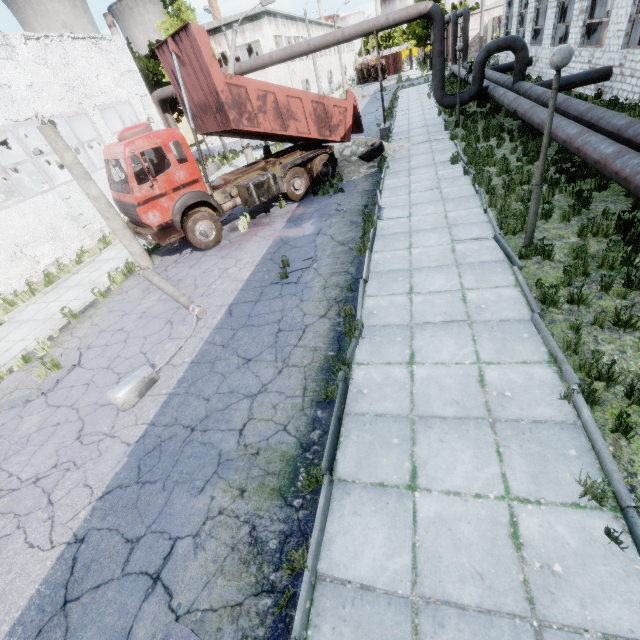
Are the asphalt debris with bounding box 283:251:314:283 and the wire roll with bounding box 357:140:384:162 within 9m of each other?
yes

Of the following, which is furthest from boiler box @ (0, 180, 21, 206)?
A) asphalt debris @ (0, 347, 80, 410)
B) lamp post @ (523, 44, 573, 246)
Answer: lamp post @ (523, 44, 573, 246)

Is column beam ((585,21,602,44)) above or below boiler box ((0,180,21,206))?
below

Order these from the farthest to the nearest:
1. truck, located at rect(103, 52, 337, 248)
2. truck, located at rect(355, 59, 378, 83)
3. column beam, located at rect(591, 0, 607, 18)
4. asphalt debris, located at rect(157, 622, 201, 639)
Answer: truck, located at rect(355, 59, 378, 83) < column beam, located at rect(591, 0, 607, 18) < truck, located at rect(103, 52, 337, 248) < asphalt debris, located at rect(157, 622, 201, 639)

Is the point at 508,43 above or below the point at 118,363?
above

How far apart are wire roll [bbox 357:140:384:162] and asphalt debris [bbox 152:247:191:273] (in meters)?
8.89

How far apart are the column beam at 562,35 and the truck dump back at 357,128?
16.81m

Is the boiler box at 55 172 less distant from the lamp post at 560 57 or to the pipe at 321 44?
the pipe at 321 44
